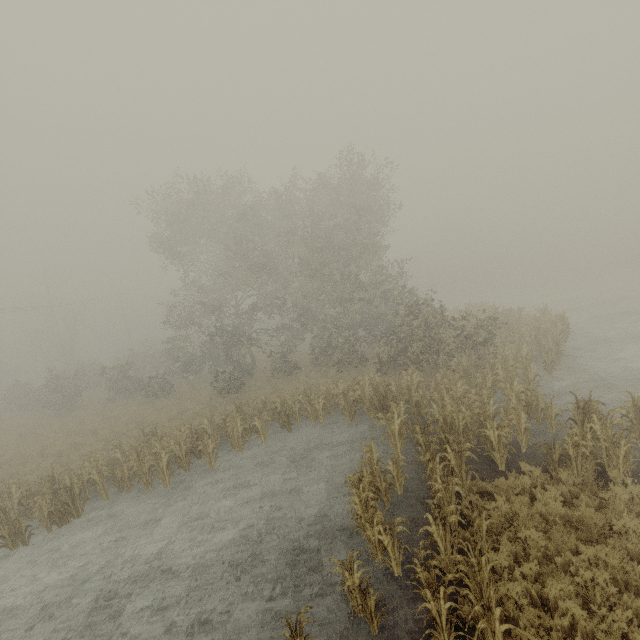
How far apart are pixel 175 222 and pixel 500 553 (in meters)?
27.35

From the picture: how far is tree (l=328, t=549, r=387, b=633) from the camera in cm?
612

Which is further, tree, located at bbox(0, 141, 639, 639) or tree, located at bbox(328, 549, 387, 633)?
tree, located at bbox(0, 141, 639, 639)

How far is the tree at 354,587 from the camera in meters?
6.1

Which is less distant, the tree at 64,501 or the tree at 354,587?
the tree at 354,587
